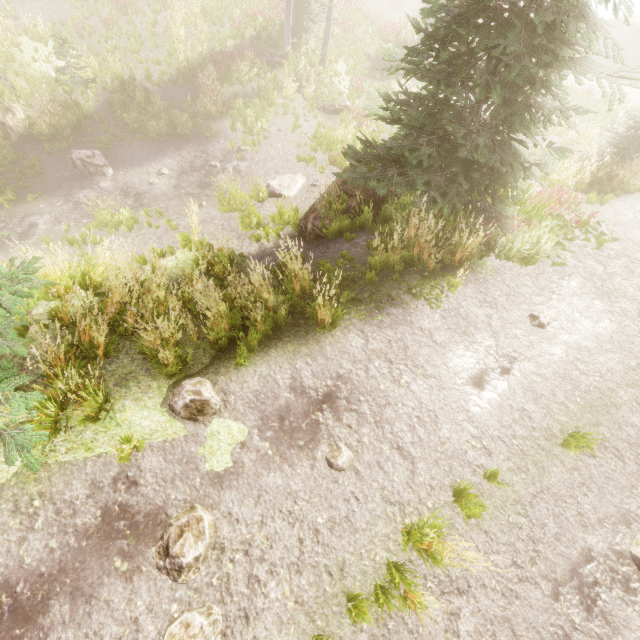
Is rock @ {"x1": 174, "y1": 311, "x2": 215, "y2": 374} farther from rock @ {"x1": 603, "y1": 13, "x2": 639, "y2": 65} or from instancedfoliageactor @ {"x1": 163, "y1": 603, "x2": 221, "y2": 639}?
rock @ {"x1": 603, "y1": 13, "x2": 639, "y2": 65}

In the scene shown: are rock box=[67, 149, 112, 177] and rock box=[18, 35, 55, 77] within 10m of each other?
yes

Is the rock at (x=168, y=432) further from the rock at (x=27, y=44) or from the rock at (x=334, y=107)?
the rock at (x=27, y=44)

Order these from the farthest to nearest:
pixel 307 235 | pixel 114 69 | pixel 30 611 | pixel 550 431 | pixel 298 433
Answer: pixel 114 69
pixel 307 235
pixel 550 431
pixel 298 433
pixel 30 611

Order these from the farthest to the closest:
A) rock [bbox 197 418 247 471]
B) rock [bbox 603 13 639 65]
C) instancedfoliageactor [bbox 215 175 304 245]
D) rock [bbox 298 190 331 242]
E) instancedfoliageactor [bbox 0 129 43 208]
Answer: rock [bbox 603 13 639 65] → instancedfoliageactor [bbox 0 129 43 208] → instancedfoliageactor [bbox 215 175 304 245] → rock [bbox 298 190 331 242] → rock [bbox 197 418 247 471]

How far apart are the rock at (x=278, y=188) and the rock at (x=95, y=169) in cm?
647

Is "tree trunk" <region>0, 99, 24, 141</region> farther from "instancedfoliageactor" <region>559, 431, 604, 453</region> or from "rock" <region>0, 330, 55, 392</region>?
"rock" <region>0, 330, 55, 392</region>

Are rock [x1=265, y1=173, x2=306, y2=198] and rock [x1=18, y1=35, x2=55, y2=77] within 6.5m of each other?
no
